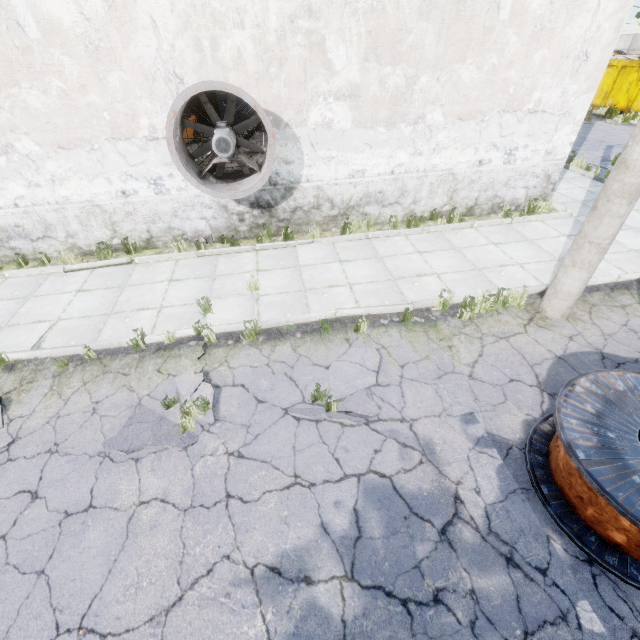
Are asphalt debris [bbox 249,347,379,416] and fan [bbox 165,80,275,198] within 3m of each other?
no

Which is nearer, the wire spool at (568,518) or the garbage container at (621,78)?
the wire spool at (568,518)

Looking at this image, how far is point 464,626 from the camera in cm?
289

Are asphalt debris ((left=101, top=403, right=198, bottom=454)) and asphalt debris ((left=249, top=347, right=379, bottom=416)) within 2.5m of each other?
yes

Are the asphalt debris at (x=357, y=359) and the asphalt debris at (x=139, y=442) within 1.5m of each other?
yes

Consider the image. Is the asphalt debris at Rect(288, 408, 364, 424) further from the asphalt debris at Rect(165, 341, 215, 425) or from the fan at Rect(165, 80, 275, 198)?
the fan at Rect(165, 80, 275, 198)

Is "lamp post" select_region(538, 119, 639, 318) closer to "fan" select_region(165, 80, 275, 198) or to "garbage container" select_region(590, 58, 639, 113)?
"fan" select_region(165, 80, 275, 198)

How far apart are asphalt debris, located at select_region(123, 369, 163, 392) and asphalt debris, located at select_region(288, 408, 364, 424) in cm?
55
